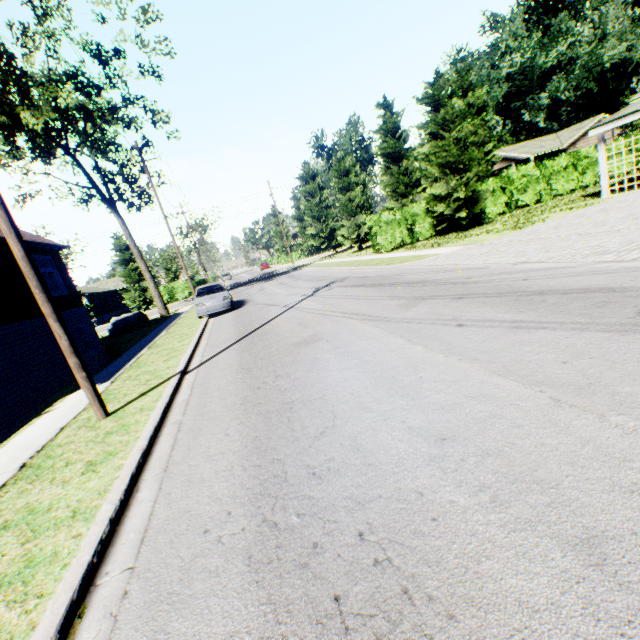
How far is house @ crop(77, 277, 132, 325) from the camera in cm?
4616

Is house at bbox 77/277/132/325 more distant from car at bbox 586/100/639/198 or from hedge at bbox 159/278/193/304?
car at bbox 586/100/639/198

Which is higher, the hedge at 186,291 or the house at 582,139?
the house at 582,139

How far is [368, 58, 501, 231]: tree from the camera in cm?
1975

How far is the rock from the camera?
24.8 meters

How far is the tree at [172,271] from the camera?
51.1m

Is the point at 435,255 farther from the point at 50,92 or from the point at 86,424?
the point at 50,92

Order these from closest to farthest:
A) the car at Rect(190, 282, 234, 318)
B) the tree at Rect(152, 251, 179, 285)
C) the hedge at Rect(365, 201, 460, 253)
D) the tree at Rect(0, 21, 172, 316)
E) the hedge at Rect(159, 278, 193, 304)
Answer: the car at Rect(190, 282, 234, 318)
the tree at Rect(0, 21, 172, 316)
the hedge at Rect(365, 201, 460, 253)
the hedge at Rect(159, 278, 193, 304)
the tree at Rect(152, 251, 179, 285)
